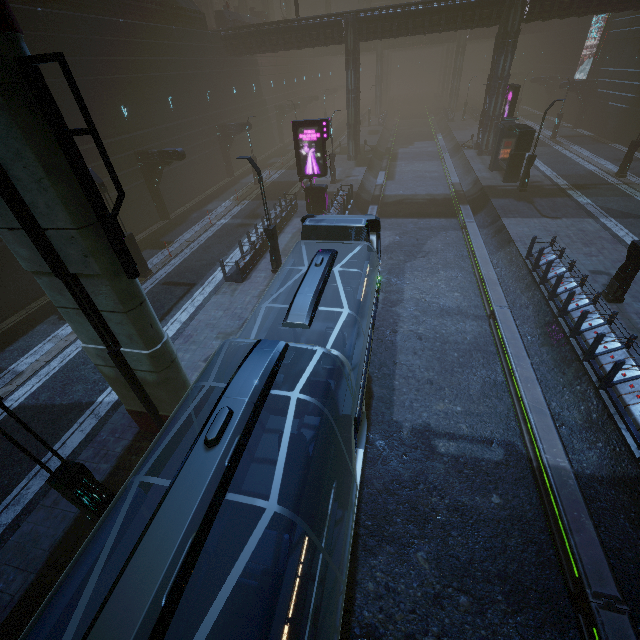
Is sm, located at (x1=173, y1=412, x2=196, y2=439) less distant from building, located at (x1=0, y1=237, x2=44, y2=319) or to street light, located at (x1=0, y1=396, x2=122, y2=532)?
building, located at (x1=0, y1=237, x2=44, y2=319)

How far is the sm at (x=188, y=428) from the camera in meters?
8.9

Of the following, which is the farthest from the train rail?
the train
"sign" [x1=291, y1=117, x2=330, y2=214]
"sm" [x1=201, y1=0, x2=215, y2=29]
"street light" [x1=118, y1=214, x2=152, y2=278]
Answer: "sm" [x1=201, y1=0, x2=215, y2=29]

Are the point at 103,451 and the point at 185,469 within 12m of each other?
yes

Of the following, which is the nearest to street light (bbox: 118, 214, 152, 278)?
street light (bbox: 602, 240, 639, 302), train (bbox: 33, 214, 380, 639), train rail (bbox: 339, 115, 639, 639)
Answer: train rail (bbox: 339, 115, 639, 639)

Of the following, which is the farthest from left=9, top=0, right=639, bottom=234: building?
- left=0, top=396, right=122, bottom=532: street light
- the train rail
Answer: left=0, top=396, right=122, bottom=532: street light

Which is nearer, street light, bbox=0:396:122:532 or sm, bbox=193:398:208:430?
street light, bbox=0:396:122:532
